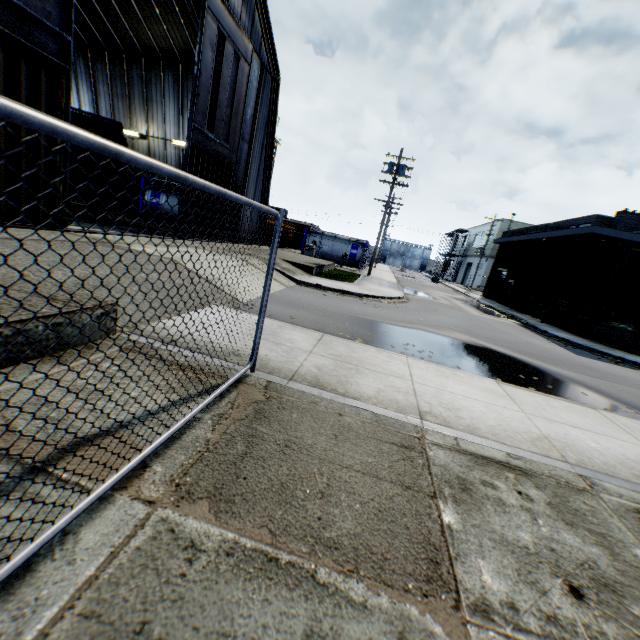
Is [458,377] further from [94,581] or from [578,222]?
[578,222]

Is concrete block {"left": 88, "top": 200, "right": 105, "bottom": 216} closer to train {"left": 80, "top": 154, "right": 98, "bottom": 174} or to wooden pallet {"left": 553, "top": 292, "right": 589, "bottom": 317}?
train {"left": 80, "top": 154, "right": 98, "bottom": 174}

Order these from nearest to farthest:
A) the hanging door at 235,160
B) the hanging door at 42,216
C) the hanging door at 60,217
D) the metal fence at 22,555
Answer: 1. the metal fence at 22,555
2. the hanging door at 42,216
3. the hanging door at 60,217
4. the hanging door at 235,160

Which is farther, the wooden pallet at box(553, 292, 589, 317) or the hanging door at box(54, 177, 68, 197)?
the wooden pallet at box(553, 292, 589, 317)

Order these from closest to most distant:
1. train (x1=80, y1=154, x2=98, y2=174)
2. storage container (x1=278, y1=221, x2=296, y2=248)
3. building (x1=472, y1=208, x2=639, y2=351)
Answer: train (x1=80, y1=154, x2=98, y2=174) < building (x1=472, y1=208, x2=639, y2=351) < storage container (x1=278, y1=221, x2=296, y2=248)

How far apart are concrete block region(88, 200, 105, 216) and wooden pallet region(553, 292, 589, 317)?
27.51m

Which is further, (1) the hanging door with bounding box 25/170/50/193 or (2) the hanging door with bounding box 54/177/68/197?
(2) the hanging door with bounding box 54/177/68/197

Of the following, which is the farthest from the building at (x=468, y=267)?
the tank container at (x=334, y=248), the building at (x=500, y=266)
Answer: the tank container at (x=334, y=248)
